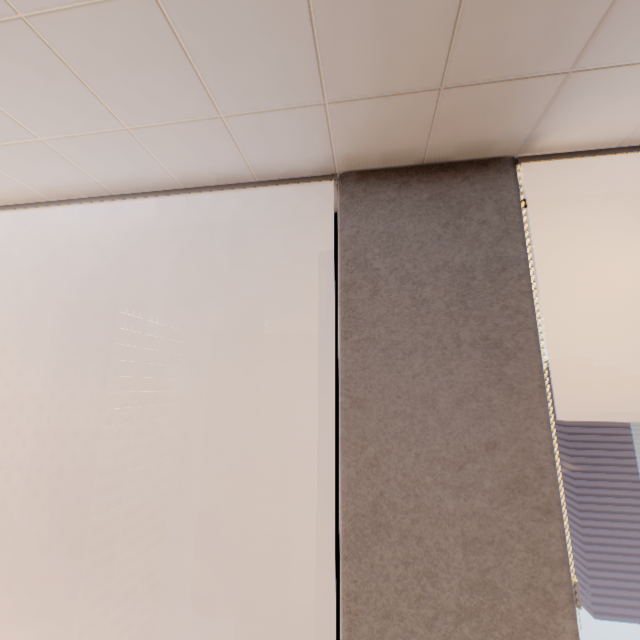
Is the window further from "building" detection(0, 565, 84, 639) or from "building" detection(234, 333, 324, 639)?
"building" detection(0, 565, 84, 639)

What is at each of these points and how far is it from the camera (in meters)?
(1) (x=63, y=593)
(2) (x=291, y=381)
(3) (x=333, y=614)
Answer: A:
(1) building, 59.47
(2) building, 58.97
(3) window, 1.85

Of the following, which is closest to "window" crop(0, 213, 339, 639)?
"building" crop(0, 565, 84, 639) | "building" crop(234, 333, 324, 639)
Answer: "building" crop(234, 333, 324, 639)

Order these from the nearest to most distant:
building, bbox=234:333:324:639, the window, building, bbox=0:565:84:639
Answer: the window < building, bbox=234:333:324:639 < building, bbox=0:565:84:639

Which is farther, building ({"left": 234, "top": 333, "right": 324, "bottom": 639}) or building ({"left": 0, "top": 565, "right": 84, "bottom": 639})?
building ({"left": 0, "top": 565, "right": 84, "bottom": 639})

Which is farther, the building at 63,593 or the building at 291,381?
the building at 63,593

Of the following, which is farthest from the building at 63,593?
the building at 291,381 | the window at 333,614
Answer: the window at 333,614
